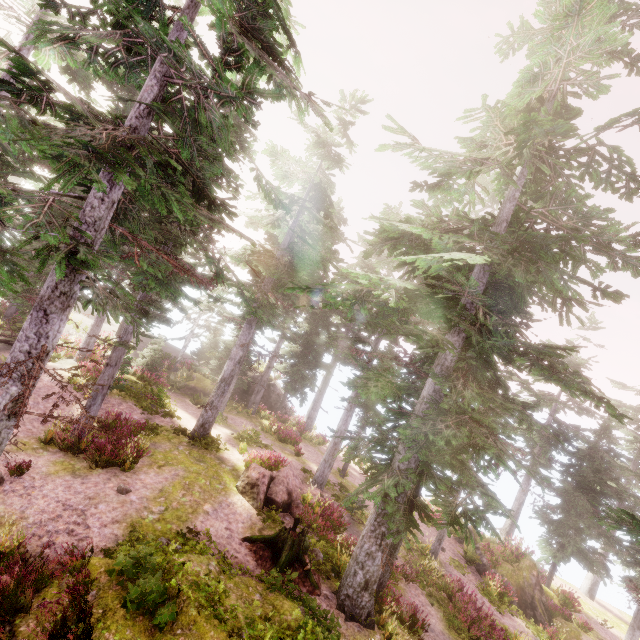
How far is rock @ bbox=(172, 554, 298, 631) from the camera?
8.1 meters

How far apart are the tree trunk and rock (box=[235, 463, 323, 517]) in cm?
160

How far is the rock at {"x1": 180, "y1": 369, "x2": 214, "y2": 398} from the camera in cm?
2627

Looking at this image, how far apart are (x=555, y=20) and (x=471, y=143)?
3.4 meters

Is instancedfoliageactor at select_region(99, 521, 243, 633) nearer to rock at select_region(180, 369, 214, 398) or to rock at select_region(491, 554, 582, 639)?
rock at select_region(180, 369, 214, 398)

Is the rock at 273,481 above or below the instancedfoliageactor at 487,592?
above

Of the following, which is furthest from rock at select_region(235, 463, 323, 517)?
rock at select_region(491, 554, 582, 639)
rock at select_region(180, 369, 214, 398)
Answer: rock at select_region(491, 554, 582, 639)

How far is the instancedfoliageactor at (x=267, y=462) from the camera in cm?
1570
